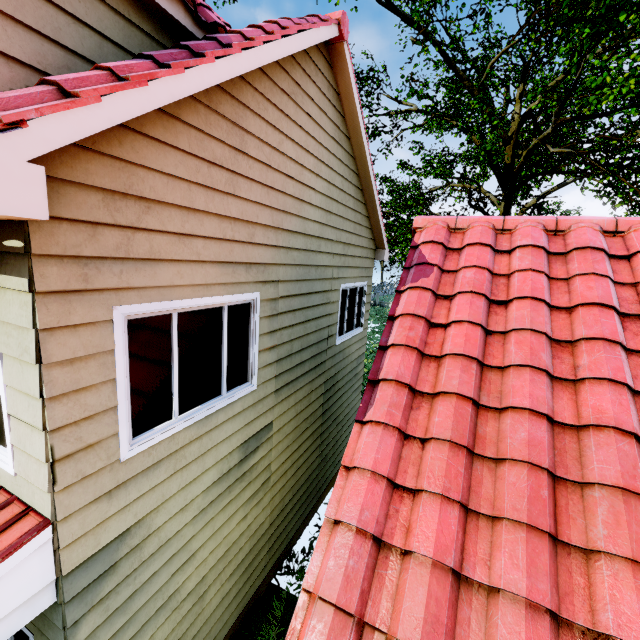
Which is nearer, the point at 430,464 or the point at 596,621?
the point at 596,621
